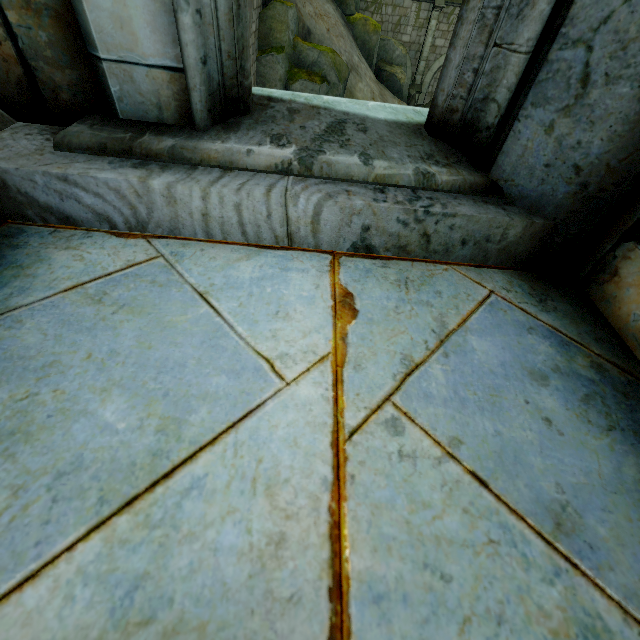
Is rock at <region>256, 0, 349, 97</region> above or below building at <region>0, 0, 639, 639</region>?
below

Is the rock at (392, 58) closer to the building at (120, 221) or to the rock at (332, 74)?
the building at (120, 221)

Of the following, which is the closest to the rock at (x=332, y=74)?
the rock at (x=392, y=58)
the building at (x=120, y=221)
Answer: the building at (x=120, y=221)

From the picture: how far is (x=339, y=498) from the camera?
0.5m

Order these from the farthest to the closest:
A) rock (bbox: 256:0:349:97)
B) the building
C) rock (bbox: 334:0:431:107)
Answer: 1. rock (bbox: 334:0:431:107)
2. rock (bbox: 256:0:349:97)
3. the building

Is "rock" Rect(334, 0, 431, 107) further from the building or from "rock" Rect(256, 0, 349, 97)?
"rock" Rect(256, 0, 349, 97)

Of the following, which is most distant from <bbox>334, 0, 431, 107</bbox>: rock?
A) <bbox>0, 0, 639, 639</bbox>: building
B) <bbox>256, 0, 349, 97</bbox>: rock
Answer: <bbox>256, 0, 349, 97</bbox>: rock
